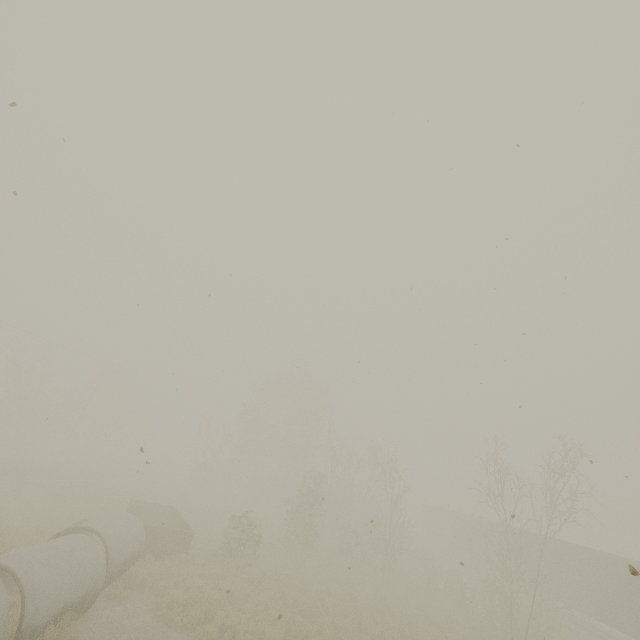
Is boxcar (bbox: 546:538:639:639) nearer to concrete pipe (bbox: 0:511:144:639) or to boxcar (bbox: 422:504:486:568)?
boxcar (bbox: 422:504:486:568)

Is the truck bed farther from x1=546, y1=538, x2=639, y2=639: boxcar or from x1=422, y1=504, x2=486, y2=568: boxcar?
x1=422, y1=504, x2=486, y2=568: boxcar

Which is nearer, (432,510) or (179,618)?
(179,618)

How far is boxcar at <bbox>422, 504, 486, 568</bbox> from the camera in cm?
3519

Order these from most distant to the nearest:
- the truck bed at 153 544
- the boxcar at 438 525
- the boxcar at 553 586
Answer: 1. the boxcar at 438 525
2. the boxcar at 553 586
3. the truck bed at 153 544

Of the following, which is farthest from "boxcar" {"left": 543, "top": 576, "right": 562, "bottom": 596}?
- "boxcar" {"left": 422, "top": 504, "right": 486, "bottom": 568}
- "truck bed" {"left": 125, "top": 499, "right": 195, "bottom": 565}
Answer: "truck bed" {"left": 125, "top": 499, "right": 195, "bottom": 565}

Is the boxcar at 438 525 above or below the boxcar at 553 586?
above

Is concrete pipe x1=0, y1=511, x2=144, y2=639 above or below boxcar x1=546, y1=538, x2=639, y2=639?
below
